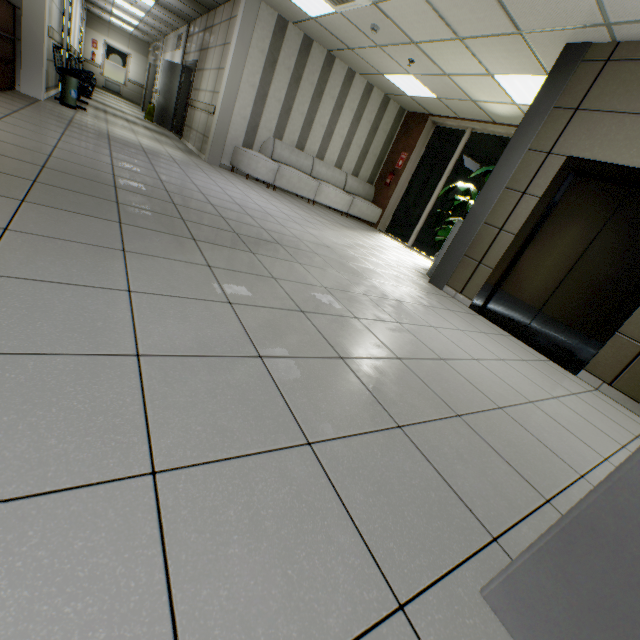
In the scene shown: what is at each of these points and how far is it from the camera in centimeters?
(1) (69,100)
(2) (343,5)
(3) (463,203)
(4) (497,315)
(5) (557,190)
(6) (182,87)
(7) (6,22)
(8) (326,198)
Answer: (1) garbage can, 627cm
(2) air conditioning vent, 517cm
(3) plant, 680cm
(4) elevator door, 442cm
(5) elevator, 385cm
(6) door, 1063cm
(7) desk, 475cm
(8) sofa, 863cm

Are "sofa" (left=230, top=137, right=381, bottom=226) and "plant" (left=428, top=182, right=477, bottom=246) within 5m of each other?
yes

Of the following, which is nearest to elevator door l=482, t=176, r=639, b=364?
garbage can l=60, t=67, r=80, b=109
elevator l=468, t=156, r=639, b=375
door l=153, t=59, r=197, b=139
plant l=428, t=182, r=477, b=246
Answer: elevator l=468, t=156, r=639, b=375

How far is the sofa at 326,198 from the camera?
7.5 meters

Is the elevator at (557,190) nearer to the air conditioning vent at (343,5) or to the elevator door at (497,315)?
the elevator door at (497,315)

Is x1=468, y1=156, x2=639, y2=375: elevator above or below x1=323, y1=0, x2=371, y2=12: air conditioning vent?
below

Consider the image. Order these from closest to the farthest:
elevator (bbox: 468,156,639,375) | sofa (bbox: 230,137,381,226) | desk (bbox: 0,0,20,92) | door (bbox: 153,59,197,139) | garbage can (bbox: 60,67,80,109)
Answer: elevator (bbox: 468,156,639,375) → desk (bbox: 0,0,20,92) → garbage can (bbox: 60,67,80,109) → sofa (bbox: 230,137,381,226) → door (bbox: 153,59,197,139)

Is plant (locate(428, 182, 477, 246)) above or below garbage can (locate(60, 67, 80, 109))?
above
